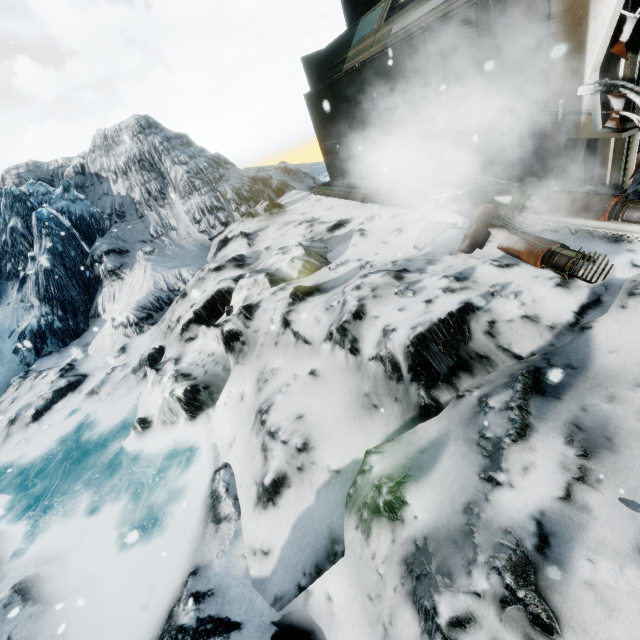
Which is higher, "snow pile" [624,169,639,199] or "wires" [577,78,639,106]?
"wires" [577,78,639,106]

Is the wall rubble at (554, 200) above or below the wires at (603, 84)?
below

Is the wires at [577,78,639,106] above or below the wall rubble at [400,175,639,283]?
above

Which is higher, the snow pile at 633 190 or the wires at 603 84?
the wires at 603 84

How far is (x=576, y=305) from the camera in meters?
3.3
